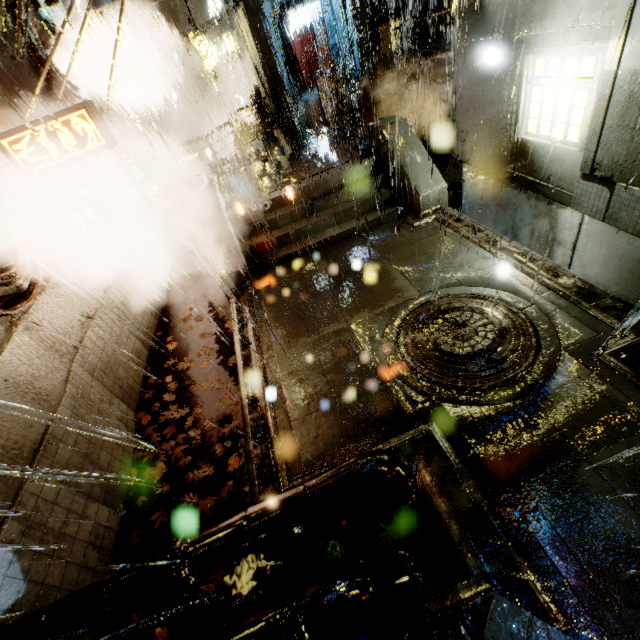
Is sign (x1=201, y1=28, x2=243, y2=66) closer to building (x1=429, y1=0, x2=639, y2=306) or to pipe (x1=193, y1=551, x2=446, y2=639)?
building (x1=429, y1=0, x2=639, y2=306)

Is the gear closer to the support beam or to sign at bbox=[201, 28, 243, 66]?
the support beam

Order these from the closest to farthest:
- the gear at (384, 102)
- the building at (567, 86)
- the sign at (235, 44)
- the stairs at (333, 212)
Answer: the building at (567, 86)
the stairs at (333, 212)
the gear at (384, 102)
the sign at (235, 44)

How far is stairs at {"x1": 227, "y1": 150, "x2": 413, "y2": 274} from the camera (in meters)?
9.91

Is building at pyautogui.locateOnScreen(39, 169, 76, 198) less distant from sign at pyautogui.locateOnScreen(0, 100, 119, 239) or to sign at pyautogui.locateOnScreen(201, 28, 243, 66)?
sign at pyautogui.locateOnScreen(0, 100, 119, 239)

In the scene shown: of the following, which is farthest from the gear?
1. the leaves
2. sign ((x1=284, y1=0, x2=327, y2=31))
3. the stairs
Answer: the leaves

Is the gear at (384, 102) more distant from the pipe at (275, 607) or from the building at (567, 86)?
the pipe at (275, 607)

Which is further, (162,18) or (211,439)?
(162,18)
